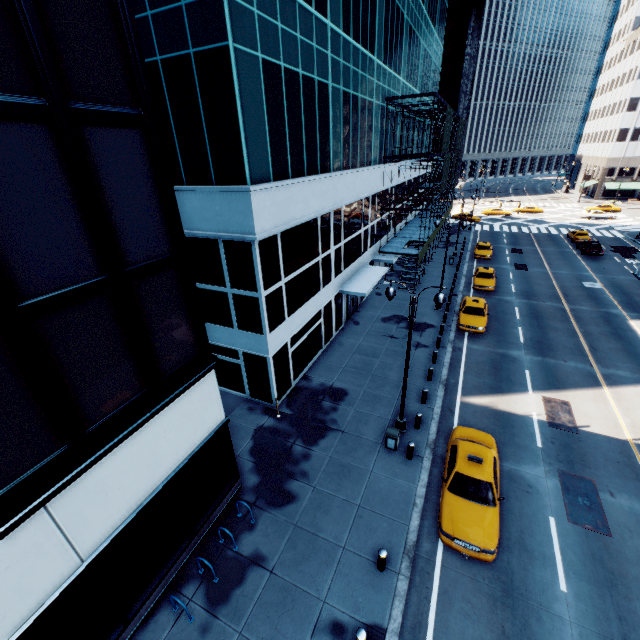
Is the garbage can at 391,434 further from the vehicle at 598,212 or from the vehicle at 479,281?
the vehicle at 598,212

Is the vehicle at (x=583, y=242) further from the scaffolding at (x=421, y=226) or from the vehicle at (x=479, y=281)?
the scaffolding at (x=421, y=226)

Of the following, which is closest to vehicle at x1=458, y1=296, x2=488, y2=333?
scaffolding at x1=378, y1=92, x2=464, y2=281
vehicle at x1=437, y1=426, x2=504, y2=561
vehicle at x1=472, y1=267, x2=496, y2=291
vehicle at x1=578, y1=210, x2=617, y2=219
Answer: vehicle at x1=472, y1=267, x2=496, y2=291

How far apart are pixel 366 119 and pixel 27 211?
22.23m

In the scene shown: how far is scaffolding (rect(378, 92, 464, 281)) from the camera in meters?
26.1 m

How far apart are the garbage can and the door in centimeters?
1201cm

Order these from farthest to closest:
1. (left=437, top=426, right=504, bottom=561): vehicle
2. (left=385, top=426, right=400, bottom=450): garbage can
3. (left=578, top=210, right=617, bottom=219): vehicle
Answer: (left=578, top=210, right=617, bottom=219): vehicle → (left=385, top=426, right=400, bottom=450): garbage can → (left=437, top=426, right=504, bottom=561): vehicle

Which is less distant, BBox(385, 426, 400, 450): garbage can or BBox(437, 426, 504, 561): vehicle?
BBox(437, 426, 504, 561): vehicle
